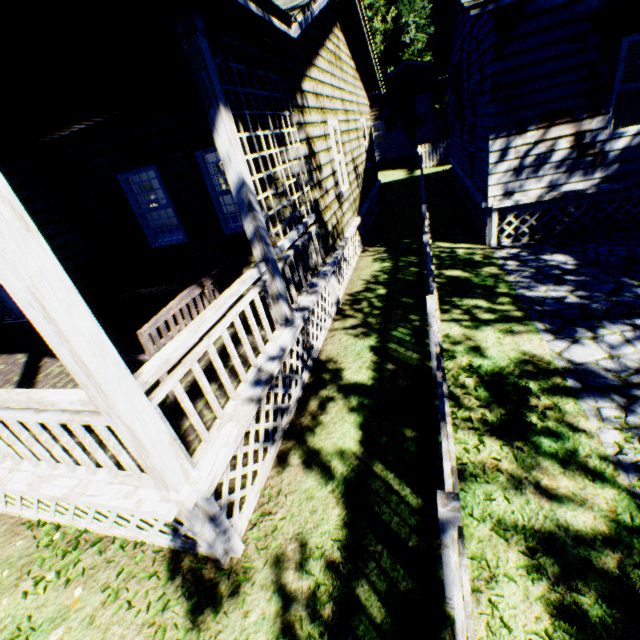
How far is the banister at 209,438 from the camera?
2.6m

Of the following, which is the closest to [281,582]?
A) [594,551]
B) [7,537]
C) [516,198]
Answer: [594,551]

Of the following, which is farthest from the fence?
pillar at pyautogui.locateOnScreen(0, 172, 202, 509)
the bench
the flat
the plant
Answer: the flat

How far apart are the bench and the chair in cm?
190

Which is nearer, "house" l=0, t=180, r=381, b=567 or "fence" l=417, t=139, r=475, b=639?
"fence" l=417, t=139, r=475, b=639

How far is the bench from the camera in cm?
323

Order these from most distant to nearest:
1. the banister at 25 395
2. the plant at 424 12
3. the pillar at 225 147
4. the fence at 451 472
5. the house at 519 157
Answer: the plant at 424 12
the house at 519 157
the pillar at 225 147
the banister at 25 395
the fence at 451 472

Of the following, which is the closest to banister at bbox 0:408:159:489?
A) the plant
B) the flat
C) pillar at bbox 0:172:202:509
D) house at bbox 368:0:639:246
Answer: pillar at bbox 0:172:202:509
